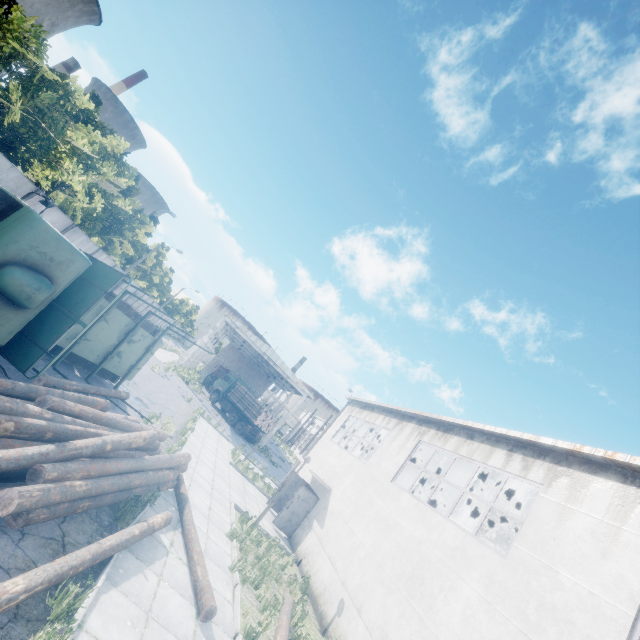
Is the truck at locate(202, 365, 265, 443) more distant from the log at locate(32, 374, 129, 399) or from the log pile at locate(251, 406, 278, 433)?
the log at locate(32, 374, 129, 399)

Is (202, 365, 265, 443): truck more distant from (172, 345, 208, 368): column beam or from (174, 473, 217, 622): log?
(174, 473, 217, 622): log

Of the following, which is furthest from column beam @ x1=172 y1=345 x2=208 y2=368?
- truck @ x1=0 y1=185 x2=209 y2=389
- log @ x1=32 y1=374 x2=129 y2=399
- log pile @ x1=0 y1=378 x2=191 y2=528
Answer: log pile @ x1=0 y1=378 x2=191 y2=528

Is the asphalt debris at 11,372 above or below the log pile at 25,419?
below

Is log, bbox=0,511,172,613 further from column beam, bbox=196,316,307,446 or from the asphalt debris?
column beam, bbox=196,316,307,446

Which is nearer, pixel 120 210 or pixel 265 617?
pixel 265 617

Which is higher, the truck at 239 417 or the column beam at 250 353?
the column beam at 250 353

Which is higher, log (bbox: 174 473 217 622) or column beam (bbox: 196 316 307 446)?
column beam (bbox: 196 316 307 446)
